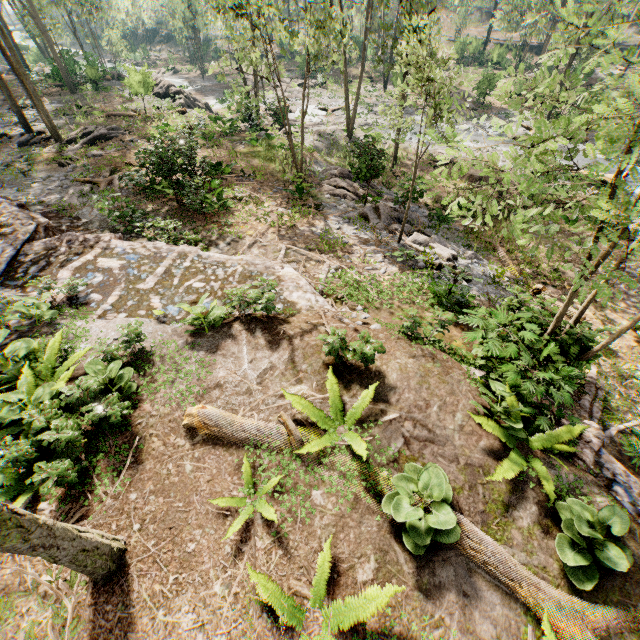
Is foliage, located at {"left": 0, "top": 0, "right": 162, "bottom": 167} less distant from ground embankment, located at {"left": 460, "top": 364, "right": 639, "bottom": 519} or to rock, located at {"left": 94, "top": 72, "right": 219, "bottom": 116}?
rock, located at {"left": 94, "top": 72, "right": 219, "bottom": 116}

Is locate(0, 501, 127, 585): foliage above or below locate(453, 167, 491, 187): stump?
above

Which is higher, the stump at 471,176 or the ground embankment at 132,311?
the ground embankment at 132,311

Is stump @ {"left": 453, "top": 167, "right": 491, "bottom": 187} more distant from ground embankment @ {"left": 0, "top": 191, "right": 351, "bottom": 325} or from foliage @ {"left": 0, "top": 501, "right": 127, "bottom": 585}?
ground embankment @ {"left": 0, "top": 191, "right": 351, "bottom": 325}

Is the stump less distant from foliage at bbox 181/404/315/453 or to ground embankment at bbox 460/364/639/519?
foliage at bbox 181/404/315/453

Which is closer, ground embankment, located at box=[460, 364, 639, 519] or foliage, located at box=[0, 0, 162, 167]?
ground embankment, located at box=[460, 364, 639, 519]

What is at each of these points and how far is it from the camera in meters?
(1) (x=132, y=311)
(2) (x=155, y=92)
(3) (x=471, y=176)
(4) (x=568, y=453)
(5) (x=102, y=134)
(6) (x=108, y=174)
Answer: (1) ground embankment, 8.2 m
(2) rock, 30.5 m
(3) stump, 21.2 m
(4) ground embankment, 5.8 m
(5) foliage, 20.9 m
(6) foliage, 17.2 m

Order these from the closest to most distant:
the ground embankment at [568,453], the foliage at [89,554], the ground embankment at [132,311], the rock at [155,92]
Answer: the foliage at [89,554] < the ground embankment at [568,453] < the ground embankment at [132,311] < the rock at [155,92]
